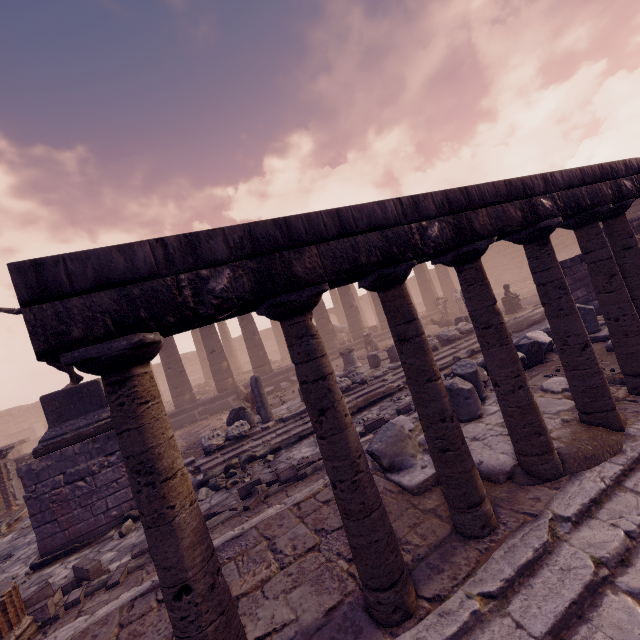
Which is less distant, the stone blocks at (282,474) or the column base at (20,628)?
the column base at (20,628)

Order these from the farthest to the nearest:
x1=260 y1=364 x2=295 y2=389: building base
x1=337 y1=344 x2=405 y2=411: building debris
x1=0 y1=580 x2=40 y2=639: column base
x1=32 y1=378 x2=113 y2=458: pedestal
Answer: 1. x1=260 y1=364 x2=295 y2=389: building base
2. x1=337 y1=344 x2=405 y2=411: building debris
3. x1=32 y1=378 x2=113 y2=458: pedestal
4. x1=0 y1=580 x2=40 y2=639: column base

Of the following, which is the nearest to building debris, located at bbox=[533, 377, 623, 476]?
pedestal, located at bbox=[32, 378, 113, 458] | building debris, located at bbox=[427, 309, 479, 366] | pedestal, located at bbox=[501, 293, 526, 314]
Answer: building debris, located at bbox=[427, 309, 479, 366]

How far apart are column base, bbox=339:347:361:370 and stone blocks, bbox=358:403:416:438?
5.8m

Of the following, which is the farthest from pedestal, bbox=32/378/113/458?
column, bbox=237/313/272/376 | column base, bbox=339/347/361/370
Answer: column, bbox=237/313/272/376

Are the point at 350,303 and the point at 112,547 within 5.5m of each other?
no

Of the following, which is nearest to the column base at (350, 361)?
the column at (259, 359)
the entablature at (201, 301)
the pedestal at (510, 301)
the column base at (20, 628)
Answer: the column at (259, 359)

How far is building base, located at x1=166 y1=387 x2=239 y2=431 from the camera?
15.9 meters
